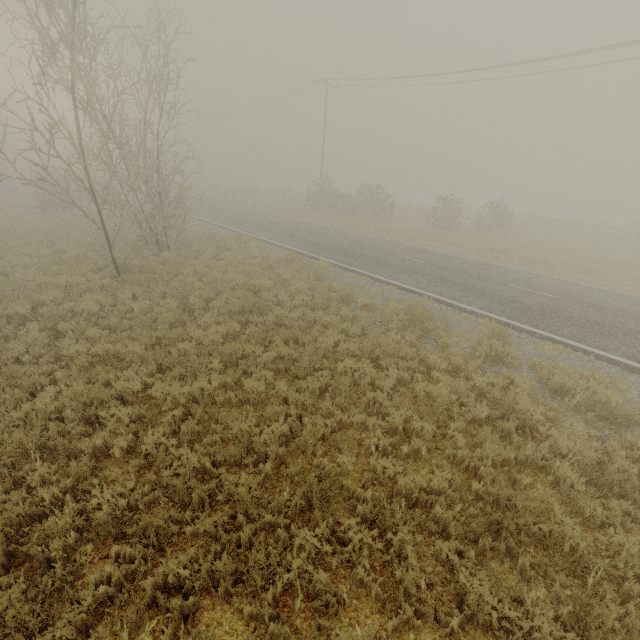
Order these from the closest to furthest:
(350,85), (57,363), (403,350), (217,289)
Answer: (57,363) < (403,350) < (217,289) < (350,85)
